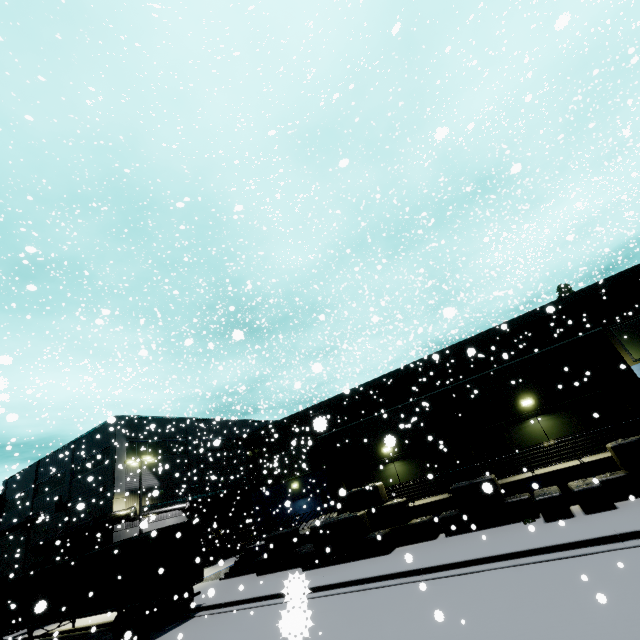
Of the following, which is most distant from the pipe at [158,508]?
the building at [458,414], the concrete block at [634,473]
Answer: the concrete block at [634,473]

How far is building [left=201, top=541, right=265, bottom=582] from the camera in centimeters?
2000cm

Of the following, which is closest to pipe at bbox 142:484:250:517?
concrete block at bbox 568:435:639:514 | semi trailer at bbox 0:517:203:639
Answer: semi trailer at bbox 0:517:203:639

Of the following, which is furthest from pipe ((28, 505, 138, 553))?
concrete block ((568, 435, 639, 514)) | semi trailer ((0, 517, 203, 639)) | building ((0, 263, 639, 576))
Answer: concrete block ((568, 435, 639, 514))

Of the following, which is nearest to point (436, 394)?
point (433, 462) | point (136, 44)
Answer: point (433, 462)

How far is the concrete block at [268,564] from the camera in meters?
15.0

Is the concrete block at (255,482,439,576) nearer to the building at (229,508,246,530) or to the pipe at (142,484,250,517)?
the building at (229,508,246,530)

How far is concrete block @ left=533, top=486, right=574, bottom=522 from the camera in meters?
11.9 m
